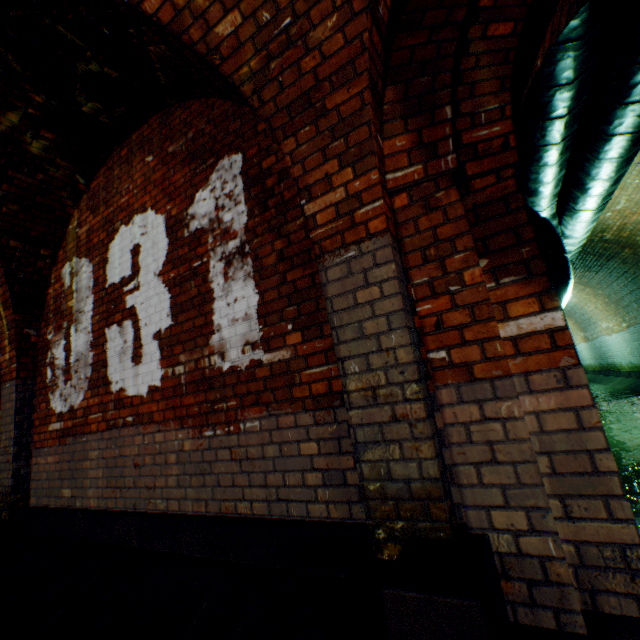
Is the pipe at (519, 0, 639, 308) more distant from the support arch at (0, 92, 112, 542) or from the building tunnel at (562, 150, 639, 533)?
the support arch at (0, 92, 112, 542)

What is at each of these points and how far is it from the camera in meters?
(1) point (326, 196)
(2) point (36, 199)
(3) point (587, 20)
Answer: (1) support arch, 2.0 m
(2) support arch, 4.0 m
(3) pipe, 2.6 m

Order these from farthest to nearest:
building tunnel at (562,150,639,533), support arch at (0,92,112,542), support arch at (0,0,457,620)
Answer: building tunnel at (562,150,639,533)
support arch at (0,92,112,542)
support arch at (0,0,457,620)

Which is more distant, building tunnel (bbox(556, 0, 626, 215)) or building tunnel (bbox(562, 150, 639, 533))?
building tunnel (bbox(562, 150, 639, 533))

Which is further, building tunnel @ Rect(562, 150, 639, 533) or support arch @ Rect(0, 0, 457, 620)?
building tunnel @ Rect(562, 150, 639, 533)

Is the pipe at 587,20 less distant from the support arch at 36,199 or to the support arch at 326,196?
the support arch at 326,196

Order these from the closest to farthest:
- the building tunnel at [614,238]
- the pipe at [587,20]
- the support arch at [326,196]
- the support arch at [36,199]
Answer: the support arch at [326,196] < the pipe at [587,20] < the support arch at [36,199] < the building tunnel at [614,238]
